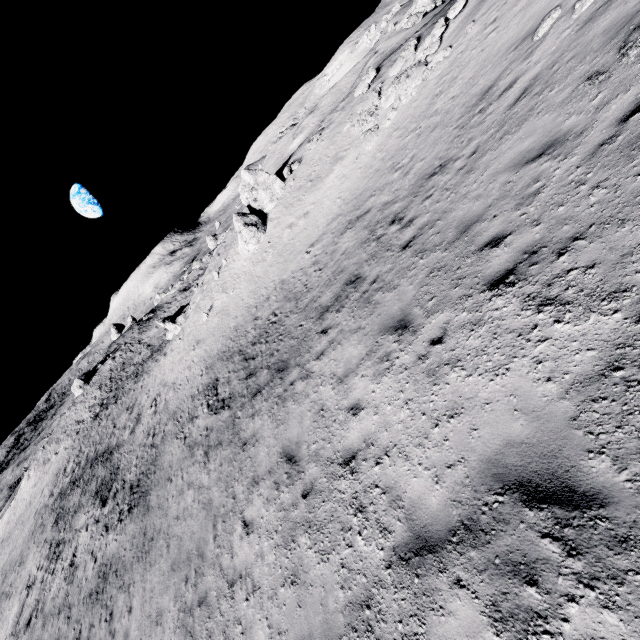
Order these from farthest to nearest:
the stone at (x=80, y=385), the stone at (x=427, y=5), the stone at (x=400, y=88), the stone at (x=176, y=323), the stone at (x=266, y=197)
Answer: the stone at (x=80, y=385) → the stone at (x=176, y=323) → the stone at (x=427, y=5) → the stone at (x=266, y=197) → the stone at (x=400, y=88)

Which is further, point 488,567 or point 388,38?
point 388,38

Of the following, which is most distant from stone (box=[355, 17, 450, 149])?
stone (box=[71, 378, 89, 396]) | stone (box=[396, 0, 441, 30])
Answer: stone (box=[71, 378, 89, 396])

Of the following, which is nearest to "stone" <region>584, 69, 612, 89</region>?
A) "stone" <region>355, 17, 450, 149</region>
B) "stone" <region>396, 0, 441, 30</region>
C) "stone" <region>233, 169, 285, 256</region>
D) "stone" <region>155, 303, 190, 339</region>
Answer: "stone" <region>355, 17, 450, 149</region>

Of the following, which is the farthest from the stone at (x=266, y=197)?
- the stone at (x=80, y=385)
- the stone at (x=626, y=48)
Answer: the stone at (x=80, y=385)

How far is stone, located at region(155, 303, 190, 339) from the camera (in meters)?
35.06

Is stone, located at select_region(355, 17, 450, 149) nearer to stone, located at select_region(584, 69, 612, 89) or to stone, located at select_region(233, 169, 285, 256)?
stone, located at select_region(233, 169, 285, 256)

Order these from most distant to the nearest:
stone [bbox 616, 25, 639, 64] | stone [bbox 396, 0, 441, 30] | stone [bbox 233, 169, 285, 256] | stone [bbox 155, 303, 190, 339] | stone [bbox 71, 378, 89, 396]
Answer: stone [bbox 71, 378, 89, 396] → stone [bbox 155, 303, 190, 339] → stone [bbox 396, 0, 441, 30] → stone [bbox 233, 169, 285, 256] → stone [bbox 616, 25, 639, 64]
